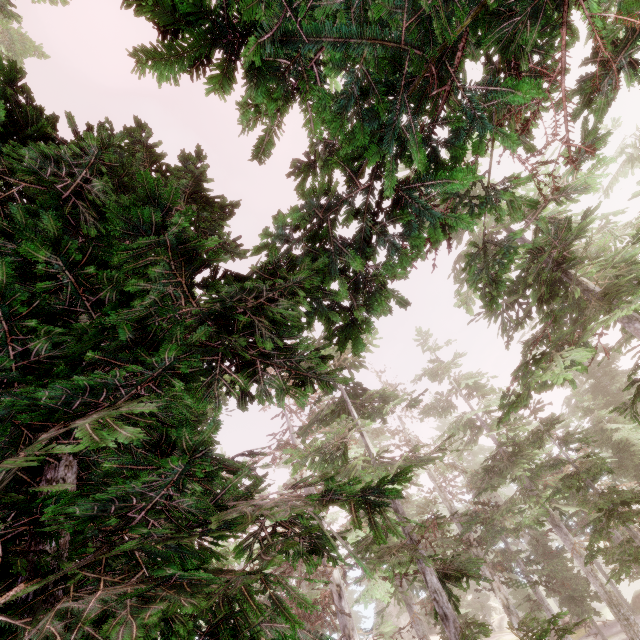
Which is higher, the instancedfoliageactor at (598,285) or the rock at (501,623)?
the instancedfoliageactor at (598,285)

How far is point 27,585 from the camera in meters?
2.1 m

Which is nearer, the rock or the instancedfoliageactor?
the instancedfoliageactor

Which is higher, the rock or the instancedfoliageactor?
the instancedfoliageactor

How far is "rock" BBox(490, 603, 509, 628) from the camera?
42.7 meters

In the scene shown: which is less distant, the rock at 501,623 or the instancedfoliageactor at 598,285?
the instancedfoliageactor at 598,285
